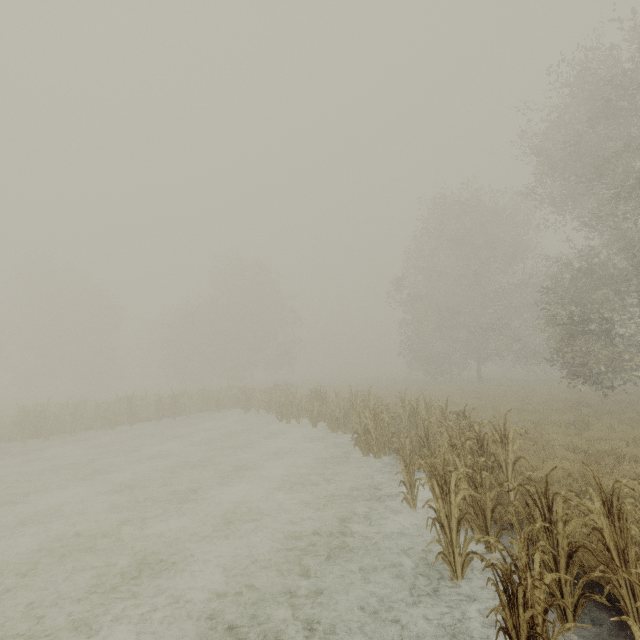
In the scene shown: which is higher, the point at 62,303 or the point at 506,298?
the point at 62,303
